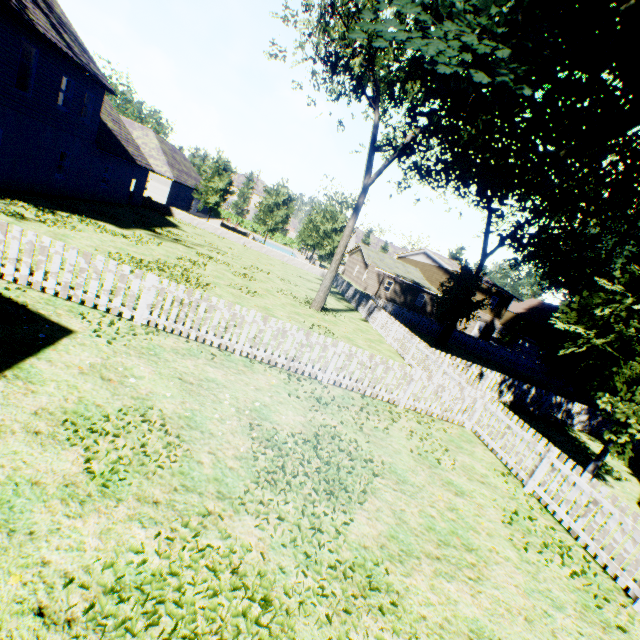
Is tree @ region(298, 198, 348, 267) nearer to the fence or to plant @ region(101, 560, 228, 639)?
the fence

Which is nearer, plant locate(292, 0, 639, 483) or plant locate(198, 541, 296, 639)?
plant locate(198, 541, 296, 639)

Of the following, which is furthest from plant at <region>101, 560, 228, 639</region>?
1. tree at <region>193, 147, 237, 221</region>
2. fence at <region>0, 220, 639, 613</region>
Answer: tree at <region>193, 147, 237, 221</region>

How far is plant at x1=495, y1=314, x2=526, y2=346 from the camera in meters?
46.3

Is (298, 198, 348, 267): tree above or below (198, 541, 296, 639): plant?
above

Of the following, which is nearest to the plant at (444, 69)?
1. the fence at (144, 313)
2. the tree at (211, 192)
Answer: the fence at (144, 313)

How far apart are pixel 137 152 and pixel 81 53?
10.8 meters
